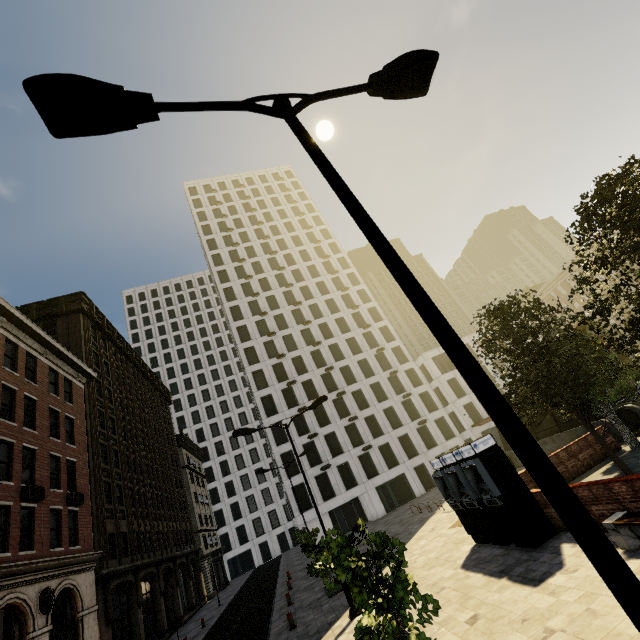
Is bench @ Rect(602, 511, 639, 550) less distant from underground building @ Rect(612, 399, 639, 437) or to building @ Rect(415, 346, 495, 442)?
underground building @ Rect(612, 399, 639, 437)

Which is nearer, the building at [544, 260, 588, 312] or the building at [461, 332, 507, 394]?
the building at [461, 332, 507, 394]

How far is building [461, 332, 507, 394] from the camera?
47.8 meters

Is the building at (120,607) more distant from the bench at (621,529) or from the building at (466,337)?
the bench at (621,529)

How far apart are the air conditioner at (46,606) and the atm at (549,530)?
19.0 meters

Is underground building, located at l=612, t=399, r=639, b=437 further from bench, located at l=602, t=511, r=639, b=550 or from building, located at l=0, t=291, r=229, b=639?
building, located at l=0, t=291, r=229, b=639

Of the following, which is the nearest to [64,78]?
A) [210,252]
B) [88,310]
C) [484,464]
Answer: [484,464]

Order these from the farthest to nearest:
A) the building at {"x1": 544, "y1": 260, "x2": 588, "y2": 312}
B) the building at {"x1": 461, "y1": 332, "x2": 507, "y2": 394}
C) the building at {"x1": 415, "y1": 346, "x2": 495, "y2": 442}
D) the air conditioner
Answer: the building at {"x1": 544, "y1": 260, "x2": 588, "y2": 312}, the building at {"x1": 461, "y1": 332, "x2": 507, "y2": 394}, the building at {"x1": 415, "y1": 346, "x2": 495, "y2": 442}, the air conditioner
